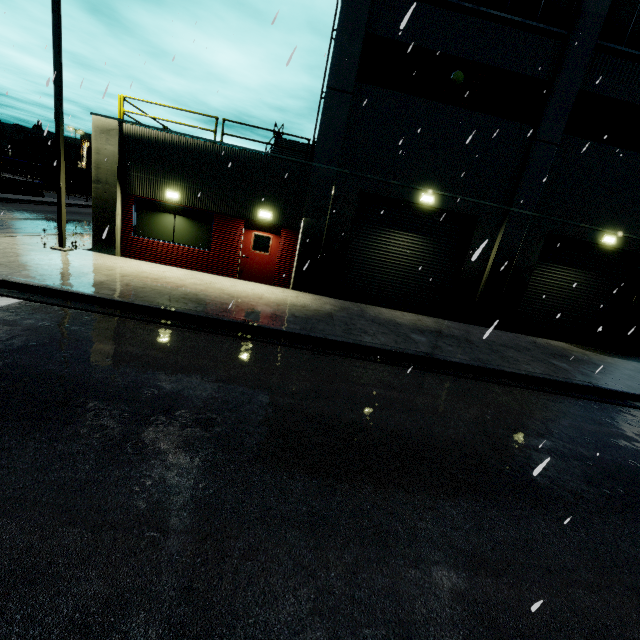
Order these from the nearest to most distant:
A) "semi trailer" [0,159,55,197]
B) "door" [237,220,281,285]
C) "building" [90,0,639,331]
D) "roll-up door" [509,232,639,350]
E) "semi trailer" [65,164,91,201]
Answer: "building" [90,0,639,331] < "door" [237,220,281,285] < "roll-up door" [509,232,639,350] < "semi trailer" [0,159,55,197] < "semi trailer" [65,164,91,201]

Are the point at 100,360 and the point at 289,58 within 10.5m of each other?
yes

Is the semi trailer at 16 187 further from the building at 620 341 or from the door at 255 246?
the door at 255 246

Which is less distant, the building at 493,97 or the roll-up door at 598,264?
the building at 493,97

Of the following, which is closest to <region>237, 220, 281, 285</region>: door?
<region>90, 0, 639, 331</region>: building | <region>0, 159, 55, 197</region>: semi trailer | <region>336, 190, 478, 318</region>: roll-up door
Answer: <region>90, 0, 639, 331</region>: building

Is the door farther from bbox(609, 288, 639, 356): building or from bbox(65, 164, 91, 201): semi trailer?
bbox(65, 164, 91, 201): semi trailer

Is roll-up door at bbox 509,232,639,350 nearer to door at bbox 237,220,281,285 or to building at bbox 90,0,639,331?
building at bbox 90,0,639,331

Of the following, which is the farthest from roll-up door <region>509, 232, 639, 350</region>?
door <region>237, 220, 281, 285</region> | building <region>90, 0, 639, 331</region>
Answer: door <region>237, 220, 281, 285</region>
